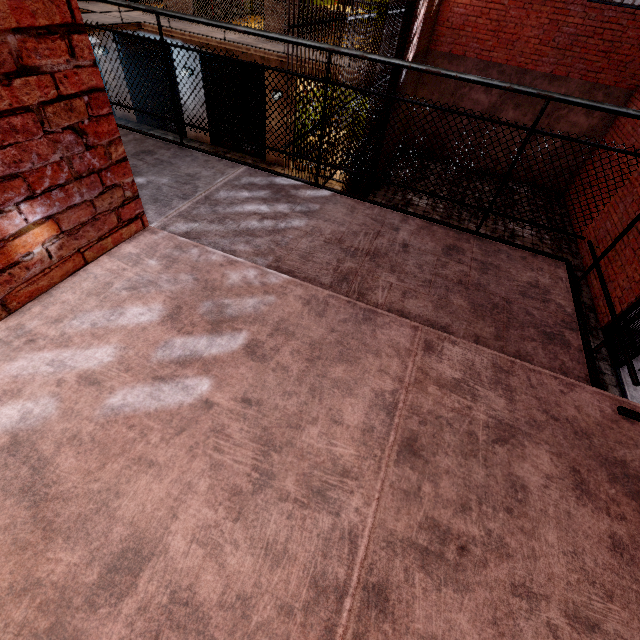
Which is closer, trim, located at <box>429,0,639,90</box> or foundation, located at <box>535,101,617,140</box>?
trim, located at <box>429,0,639,90</box>

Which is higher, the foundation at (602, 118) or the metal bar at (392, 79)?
the metal bar at (392, 79)

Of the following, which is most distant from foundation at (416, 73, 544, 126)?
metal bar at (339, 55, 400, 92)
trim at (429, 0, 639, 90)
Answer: metal bar at (339, 55, 400, 92)

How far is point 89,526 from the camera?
1.0 meters

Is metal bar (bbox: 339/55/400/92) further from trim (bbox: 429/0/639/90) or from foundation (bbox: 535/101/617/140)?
foundation (bbox: 535/101/617/140)

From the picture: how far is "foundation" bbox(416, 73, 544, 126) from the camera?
10.02m

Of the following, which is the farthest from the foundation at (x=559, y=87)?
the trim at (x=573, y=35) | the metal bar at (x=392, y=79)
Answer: the metal bar at (x=392, y=79)

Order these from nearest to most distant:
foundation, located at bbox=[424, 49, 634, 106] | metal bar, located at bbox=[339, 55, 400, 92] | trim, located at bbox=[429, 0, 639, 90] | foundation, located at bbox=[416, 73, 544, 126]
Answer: metal bar, located at bbox=[339, 55, 400, 92], trim, located at bbox=[429, 0, 639, 90], foundation, located at bbox=[424, 49, 634, 106], foundation, located at bbox=[416, 73, 544, 126]
